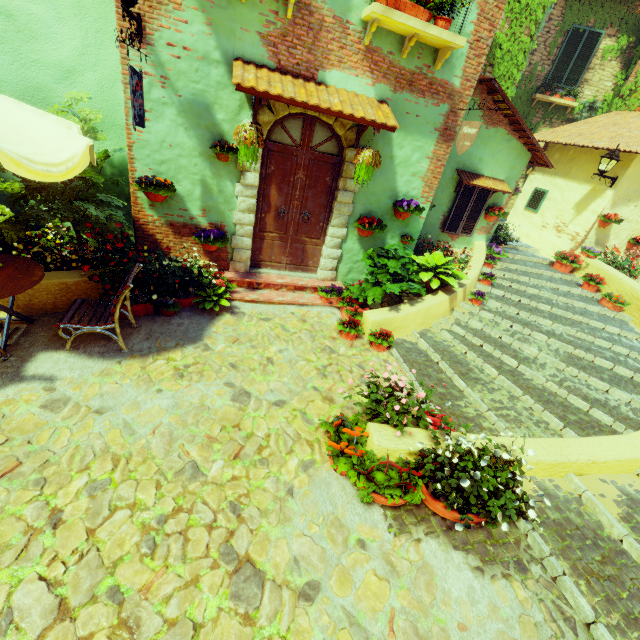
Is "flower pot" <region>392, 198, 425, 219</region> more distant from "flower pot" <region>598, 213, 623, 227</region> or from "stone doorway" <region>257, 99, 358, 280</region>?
"flower pot" <region>598, 213, 623, 227</region>

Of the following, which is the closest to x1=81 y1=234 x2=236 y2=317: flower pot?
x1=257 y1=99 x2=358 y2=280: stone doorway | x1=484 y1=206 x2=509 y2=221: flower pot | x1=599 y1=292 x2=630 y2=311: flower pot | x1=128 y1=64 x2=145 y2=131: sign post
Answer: x1=257 y1=99 x2=358 y2=280: stone doorway

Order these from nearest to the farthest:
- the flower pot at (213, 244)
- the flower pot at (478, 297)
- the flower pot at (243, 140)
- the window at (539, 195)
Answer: the flower pot at (243, 140)
the flower pot at (213, 244)
the flower pot at (478, 297)
the window at (539, 195)

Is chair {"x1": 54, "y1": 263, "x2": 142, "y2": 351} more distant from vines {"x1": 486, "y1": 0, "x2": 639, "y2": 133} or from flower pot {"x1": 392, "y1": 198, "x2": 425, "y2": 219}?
vines {"x1": 486, "y1": 0, "x2": 639, "y2": 133}

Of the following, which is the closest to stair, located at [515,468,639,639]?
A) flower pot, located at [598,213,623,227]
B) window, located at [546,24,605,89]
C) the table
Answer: flower pot, located at [598,213,623,227]

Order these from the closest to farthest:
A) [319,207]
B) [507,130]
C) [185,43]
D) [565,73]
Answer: [185,43]
[319,207]
[507,130]
[565,73]

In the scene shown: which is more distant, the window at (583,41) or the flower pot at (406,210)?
the window at (583,41)

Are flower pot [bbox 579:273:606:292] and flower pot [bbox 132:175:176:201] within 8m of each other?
no
